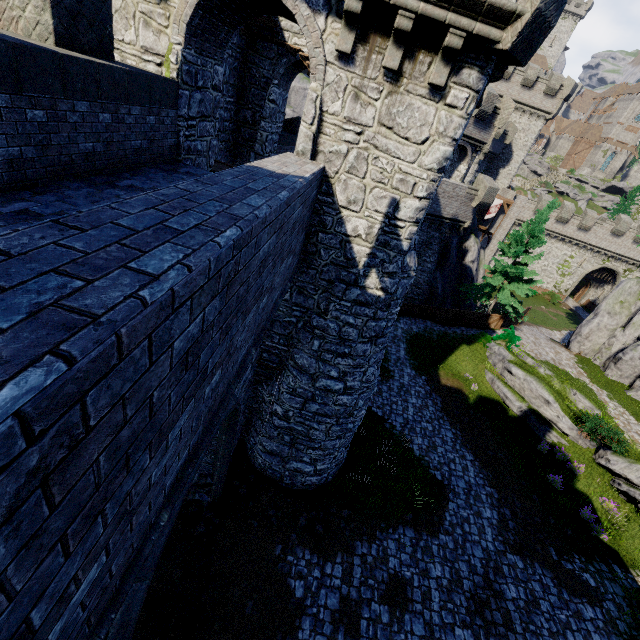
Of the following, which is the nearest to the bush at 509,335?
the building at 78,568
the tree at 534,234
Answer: the tree at 534,234

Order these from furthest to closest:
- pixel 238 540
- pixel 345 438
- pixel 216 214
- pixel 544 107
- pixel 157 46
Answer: pixel 544 107 → pixel 345 438 → pixel 238 540 → pixel 157 46 → pixel 216 214

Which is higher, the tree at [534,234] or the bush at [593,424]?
the tree at [534,234]

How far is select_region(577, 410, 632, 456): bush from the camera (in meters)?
15.95

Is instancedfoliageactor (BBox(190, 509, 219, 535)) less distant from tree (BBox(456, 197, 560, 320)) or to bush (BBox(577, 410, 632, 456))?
bush (BBox(577, 410, 632, 456))

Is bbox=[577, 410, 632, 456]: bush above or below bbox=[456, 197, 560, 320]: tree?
below

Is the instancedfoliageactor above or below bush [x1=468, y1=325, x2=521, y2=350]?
below

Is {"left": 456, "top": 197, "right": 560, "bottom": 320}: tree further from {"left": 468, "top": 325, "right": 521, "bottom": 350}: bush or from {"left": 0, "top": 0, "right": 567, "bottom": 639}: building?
{"left": 0, "top": 0, "right": 567, "bottom": 639}: building
